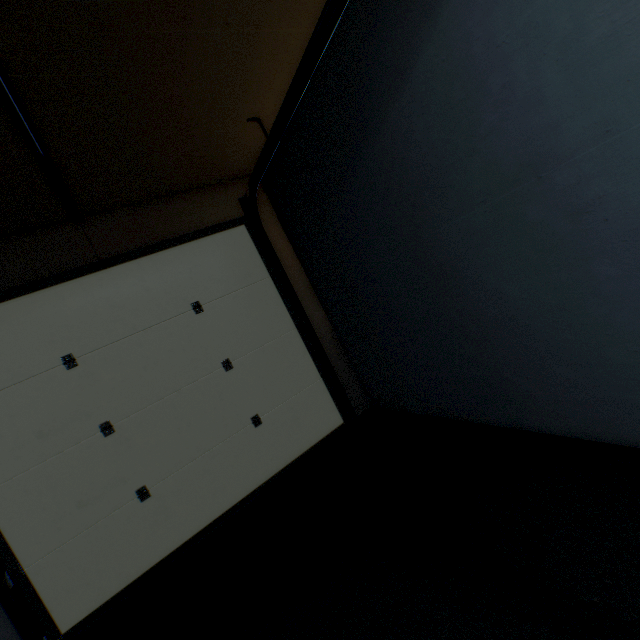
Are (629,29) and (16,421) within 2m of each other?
no

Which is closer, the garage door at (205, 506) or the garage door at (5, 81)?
the garage door at (5, 81)

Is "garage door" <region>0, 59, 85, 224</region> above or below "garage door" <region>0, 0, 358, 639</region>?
above

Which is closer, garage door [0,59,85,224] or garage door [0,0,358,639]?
garage door [0,59,85,224]

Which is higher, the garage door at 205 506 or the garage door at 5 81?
the garage door at 5 81
